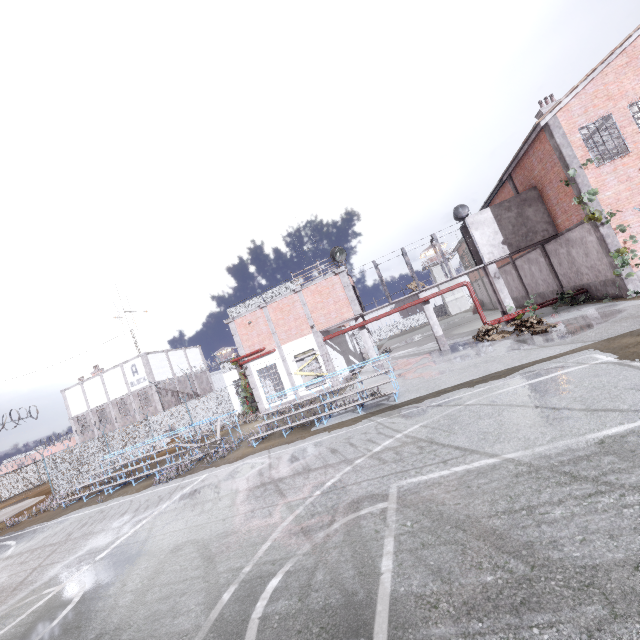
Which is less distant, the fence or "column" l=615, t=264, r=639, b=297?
"column" l=615, t=264, r=639, b=297

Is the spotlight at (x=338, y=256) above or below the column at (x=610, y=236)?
above

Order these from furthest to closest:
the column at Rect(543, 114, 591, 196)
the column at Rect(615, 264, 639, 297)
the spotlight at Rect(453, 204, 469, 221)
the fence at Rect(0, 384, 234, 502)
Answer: the spotlight at Rect(453, 204, 469, 221) < the fence at Rect(0, 384, 234, 502) < the column at Rect(543, 114, 591, 196) < the column at Rect(615, 264, 639, 297)

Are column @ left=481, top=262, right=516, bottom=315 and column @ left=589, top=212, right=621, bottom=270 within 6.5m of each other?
yes

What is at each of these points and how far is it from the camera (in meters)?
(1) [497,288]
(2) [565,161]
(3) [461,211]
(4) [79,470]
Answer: (1) column, 19.20
(2) column, 14.89
(3) spotlight, 21.09
(4) fence, 20.89

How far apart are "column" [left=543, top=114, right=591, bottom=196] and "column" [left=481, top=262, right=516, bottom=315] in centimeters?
478cm

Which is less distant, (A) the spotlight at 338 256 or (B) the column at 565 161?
(B) the column at 565 161

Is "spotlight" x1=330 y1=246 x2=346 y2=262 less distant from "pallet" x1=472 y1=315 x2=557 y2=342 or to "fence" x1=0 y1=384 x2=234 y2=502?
"fence" x1=0 y1=384 x2=234 y2=502
